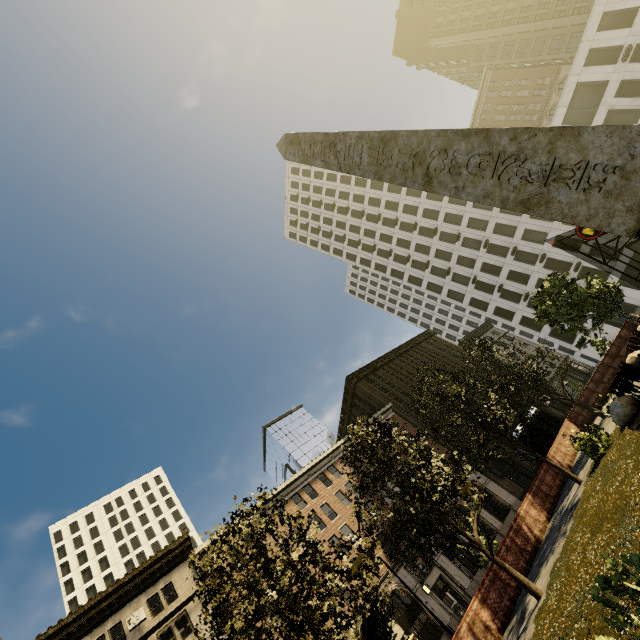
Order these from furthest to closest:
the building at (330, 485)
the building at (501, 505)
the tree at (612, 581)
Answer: the building at (501, 505) < the building at (330, 485) < the tree at (612, 581)

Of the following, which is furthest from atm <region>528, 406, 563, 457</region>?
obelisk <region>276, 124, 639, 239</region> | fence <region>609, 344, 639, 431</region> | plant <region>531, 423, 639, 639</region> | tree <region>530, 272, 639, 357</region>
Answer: obelisk <region>276, 124, 639, 239</region>

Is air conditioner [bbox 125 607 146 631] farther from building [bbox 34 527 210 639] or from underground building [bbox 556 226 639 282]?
underground building [bbox 556 226 639 282]

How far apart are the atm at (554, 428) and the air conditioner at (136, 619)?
32.5m

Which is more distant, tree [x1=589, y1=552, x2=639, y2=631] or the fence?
the fence

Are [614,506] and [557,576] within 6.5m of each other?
yes

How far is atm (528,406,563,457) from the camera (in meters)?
20.39

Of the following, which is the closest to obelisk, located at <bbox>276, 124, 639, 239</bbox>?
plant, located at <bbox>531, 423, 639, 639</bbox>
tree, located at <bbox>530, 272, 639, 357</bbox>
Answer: plant, located at <bbox>531, 423, 639, 639</bbox>
